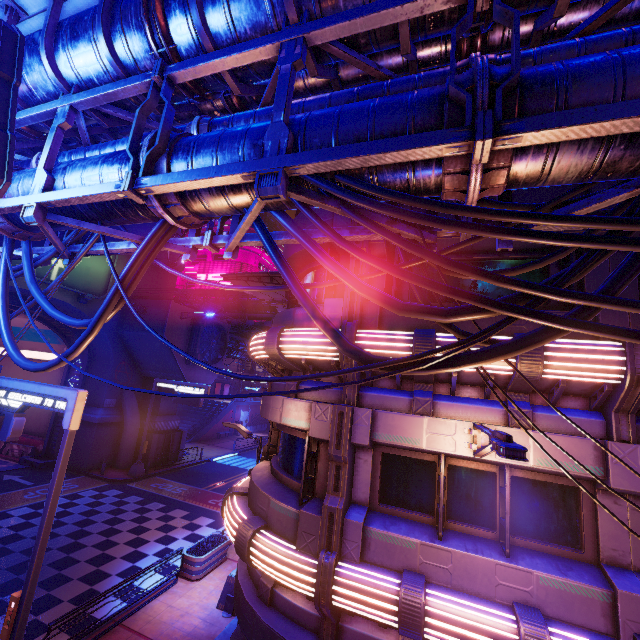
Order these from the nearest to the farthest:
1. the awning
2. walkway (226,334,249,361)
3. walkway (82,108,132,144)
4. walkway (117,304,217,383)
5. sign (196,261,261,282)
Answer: walkway (82,108,132,144) < the awning < walkway (117,304,217,383) < walkway (226,334,249,361) < sign (196,261,261,282)

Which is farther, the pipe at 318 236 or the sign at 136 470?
the sign at 136 470

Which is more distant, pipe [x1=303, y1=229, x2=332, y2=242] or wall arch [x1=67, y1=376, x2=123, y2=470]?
wall arch [x1=67, y1=376, x2=123, y2=470]

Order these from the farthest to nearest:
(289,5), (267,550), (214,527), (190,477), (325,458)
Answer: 1. (190,477)
2. (214,527)
3. (325,458)
4. (267,550)
5. (289,5)

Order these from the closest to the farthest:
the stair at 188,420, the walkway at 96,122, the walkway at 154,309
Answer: the walkway at 96,122 → the walkway at 154,309 → the stair at 188,420

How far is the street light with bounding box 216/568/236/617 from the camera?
11.12m

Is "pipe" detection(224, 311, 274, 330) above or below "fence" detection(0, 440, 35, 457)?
above

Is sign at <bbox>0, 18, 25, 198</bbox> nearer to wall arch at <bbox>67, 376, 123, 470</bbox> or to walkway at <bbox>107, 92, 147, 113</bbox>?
walkway at <bbox>107, 92, 147, 113</bbox>
